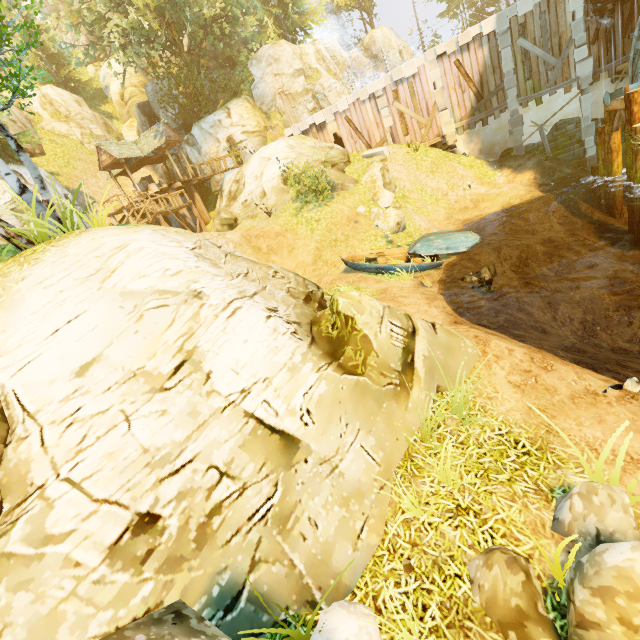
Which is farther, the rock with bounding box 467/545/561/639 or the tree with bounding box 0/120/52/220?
the tree with bounding box 0/120/52/220

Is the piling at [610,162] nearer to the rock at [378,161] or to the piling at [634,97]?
the piling at [634,97]

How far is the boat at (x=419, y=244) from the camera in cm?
1263

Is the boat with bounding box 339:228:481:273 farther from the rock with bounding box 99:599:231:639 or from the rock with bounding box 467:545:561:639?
the rock with bounding box 99:599:231:639

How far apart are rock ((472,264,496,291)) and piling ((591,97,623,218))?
9.0 meters

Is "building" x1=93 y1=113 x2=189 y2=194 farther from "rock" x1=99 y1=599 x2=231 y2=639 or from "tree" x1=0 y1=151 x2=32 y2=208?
"rock" x1=99 y1=599 x2=231 y2=639

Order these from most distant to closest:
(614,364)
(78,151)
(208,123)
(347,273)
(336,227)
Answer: (78,151) < (208,123) < (336,227) < (347,273) < (614,364)

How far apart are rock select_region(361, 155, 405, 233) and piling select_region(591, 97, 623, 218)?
8.7 meters
